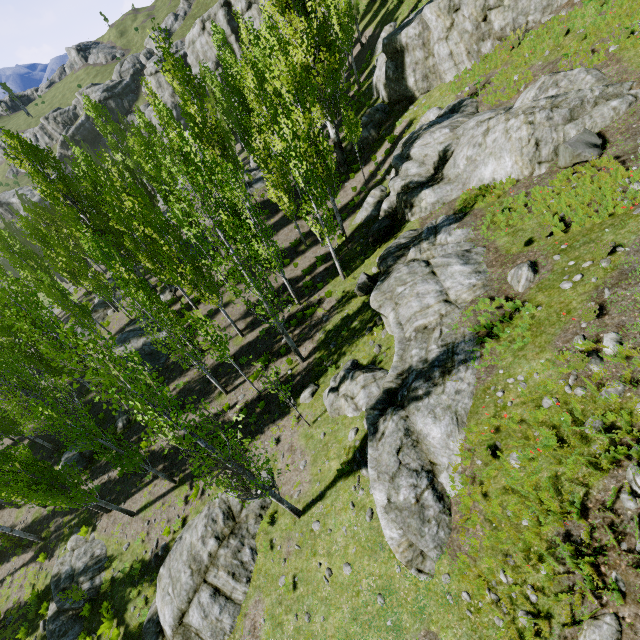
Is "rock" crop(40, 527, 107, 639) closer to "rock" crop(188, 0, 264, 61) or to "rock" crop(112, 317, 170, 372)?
"rock" crop(112, 317, 170, 372)

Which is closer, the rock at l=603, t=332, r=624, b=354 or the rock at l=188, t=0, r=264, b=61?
the rock at l=603, t=332, r=624, b=354

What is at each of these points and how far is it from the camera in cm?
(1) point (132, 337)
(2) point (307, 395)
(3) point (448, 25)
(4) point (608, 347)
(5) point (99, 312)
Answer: (1) rock, 2539
(2) rock, 1545
(3) rock, 2020
(4) rock, 669
(5) rock, 3378

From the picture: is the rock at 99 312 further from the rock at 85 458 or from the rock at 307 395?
the rock at 307 395

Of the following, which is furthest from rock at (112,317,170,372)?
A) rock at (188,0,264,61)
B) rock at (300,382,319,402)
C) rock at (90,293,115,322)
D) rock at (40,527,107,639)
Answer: rock at (300,382,319,402)

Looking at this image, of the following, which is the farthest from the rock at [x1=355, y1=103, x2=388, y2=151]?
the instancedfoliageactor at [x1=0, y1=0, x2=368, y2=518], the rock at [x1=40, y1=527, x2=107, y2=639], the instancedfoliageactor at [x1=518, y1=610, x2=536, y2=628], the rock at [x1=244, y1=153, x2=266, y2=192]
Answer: the rock at [x1=244, y1=153, x2=266, y2=192]

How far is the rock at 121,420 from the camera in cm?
2180

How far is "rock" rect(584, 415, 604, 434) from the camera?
6.1 meters
